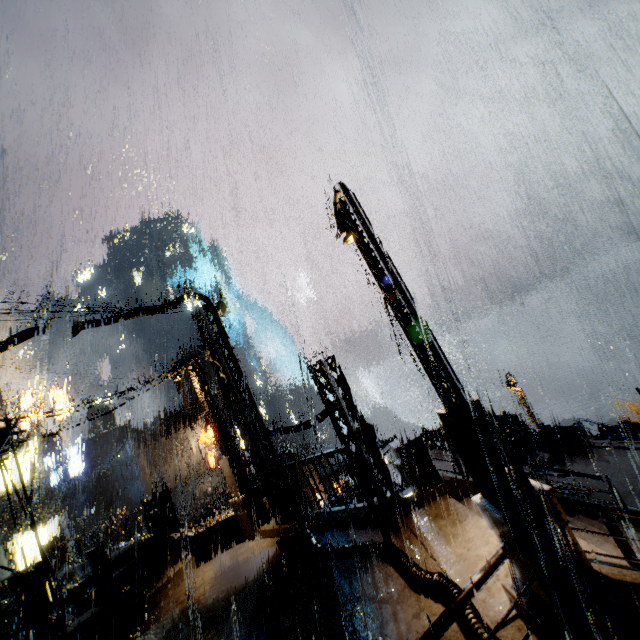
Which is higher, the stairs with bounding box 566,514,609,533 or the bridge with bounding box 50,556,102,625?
the bridge with bounding box 50,556,102,625

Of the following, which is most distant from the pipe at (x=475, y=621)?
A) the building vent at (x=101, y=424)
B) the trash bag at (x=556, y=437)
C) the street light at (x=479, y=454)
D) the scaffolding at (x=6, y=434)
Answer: the building vent at (x=101, y=424)

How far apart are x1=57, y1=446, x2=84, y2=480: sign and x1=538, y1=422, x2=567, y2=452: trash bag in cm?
3828

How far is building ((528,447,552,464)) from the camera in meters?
15.2

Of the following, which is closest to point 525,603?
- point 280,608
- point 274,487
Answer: point 280,608

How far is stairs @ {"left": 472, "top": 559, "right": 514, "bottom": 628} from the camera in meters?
4.9 m

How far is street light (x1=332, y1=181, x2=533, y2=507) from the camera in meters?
4.8 m

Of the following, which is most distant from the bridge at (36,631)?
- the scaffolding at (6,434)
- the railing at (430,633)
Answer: the railing at (430,633)
